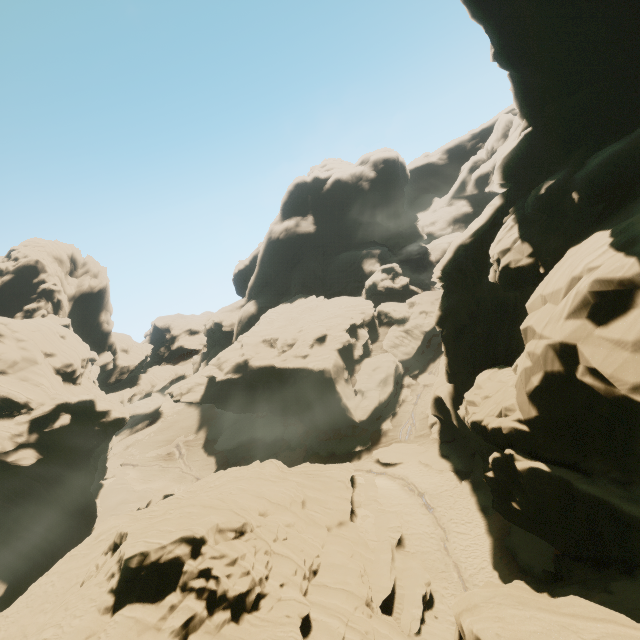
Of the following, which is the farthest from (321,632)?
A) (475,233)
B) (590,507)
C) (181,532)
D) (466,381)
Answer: (475,233)
